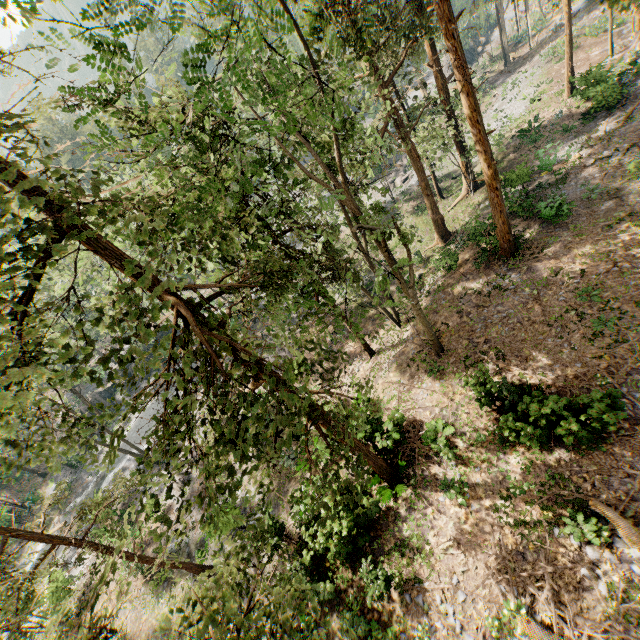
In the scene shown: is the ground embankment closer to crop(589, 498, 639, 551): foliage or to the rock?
crop(589, 498, 639, 551): foliage

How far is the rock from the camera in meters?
40.6 m

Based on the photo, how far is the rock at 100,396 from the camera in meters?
40.6 m

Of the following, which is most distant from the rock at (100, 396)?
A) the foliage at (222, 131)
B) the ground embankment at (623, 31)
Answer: the ground embankment at (623, 31)

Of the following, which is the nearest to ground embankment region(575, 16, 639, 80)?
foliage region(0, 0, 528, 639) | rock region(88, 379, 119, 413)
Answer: foliage region(0, 0, 528, 639)

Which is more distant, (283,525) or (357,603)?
(283,525)

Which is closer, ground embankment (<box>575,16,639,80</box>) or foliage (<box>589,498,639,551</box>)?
foliage (<box>589,498,639,551</box>)
